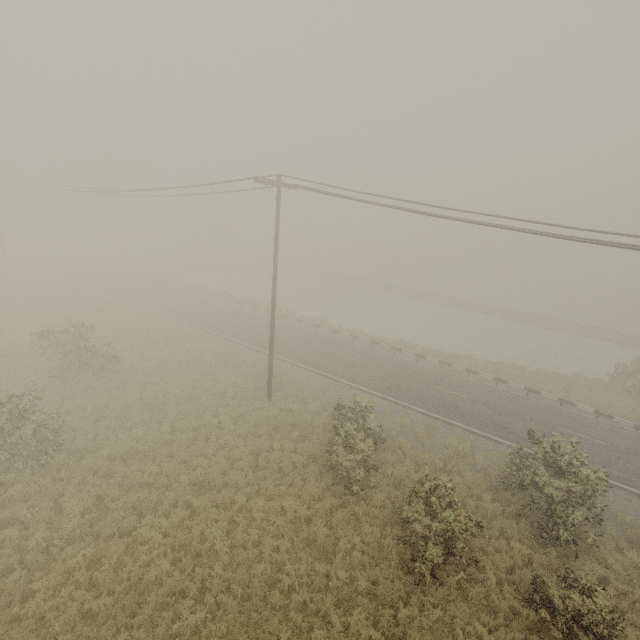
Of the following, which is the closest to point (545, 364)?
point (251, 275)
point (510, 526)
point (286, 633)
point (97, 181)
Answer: point (510, 526)
